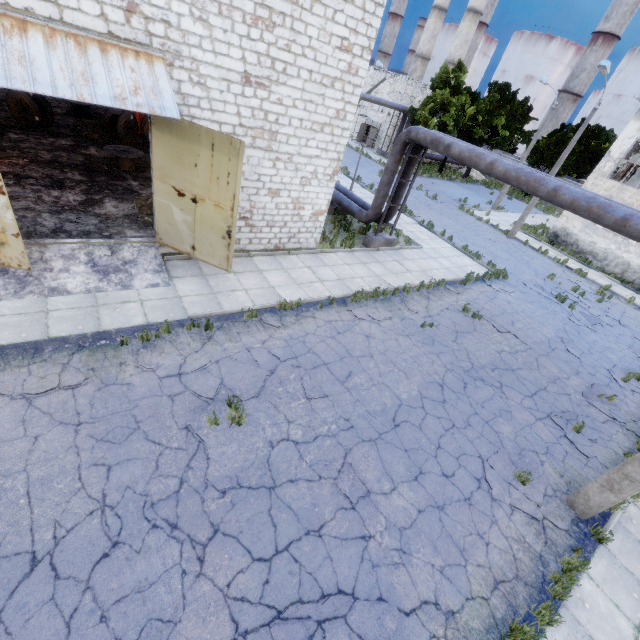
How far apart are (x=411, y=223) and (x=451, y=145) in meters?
9.2

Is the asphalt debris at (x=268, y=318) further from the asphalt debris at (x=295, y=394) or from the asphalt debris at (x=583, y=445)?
the asphalt debris at (x=583, y=445)

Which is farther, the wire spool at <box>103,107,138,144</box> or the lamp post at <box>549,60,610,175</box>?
the lamp post at <box>549,60,610,175</box>

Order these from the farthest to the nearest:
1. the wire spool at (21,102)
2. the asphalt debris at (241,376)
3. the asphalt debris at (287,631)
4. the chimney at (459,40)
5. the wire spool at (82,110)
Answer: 1. the chimney at (459,40)
2. the wire spool at (82,110)
3. the wire spool at (21,102)
4. the asphalt debris at (241,376)
5. the asphalt debris at (287,631)

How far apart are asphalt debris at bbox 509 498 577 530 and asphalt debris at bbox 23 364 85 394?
8.9 meters

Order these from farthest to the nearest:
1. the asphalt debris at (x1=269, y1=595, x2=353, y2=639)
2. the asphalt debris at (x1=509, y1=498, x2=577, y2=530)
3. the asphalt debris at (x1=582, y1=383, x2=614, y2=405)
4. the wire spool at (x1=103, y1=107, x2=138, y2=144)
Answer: the wire spool at (x1=103, y1=107, x2=138, y2=144) < the asphalt debris at (x1=582, y1=383, x2=614, y2=405) < the asphalt debris at (x1=509, y1=498, x2=577, y2=530) < the asphalt debris at (x1=269, y1=595, x2=353, y2=639)

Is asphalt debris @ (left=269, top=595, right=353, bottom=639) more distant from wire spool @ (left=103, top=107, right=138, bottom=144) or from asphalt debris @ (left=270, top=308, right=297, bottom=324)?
wire spool @ (left=103, top=107, right=138, bottom=144)

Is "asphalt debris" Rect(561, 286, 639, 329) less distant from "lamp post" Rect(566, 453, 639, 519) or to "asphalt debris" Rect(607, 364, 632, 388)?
"asphalt debris" Rect(607, 364, 632, 388)
